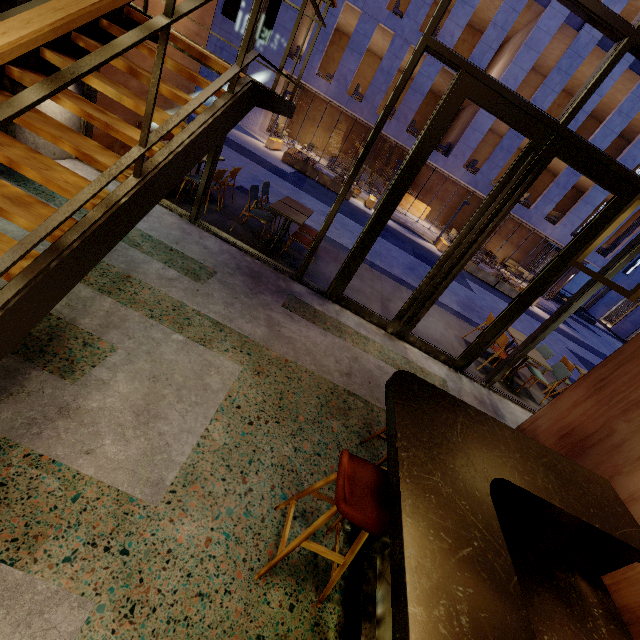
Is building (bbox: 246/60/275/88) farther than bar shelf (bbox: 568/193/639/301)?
Yes

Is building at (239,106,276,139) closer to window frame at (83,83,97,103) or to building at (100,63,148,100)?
building at (100,63,148,100)

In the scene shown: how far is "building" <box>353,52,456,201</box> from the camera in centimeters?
1738cm

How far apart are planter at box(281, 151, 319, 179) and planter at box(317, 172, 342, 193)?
0.08m

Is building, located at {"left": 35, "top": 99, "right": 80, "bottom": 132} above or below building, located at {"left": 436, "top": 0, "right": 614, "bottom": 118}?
below

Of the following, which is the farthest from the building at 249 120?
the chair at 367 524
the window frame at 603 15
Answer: the chair at 367 524

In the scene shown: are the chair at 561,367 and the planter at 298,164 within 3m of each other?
no

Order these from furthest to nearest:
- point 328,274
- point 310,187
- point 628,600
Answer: point 310,187 < point 328,274 < point 628,600
